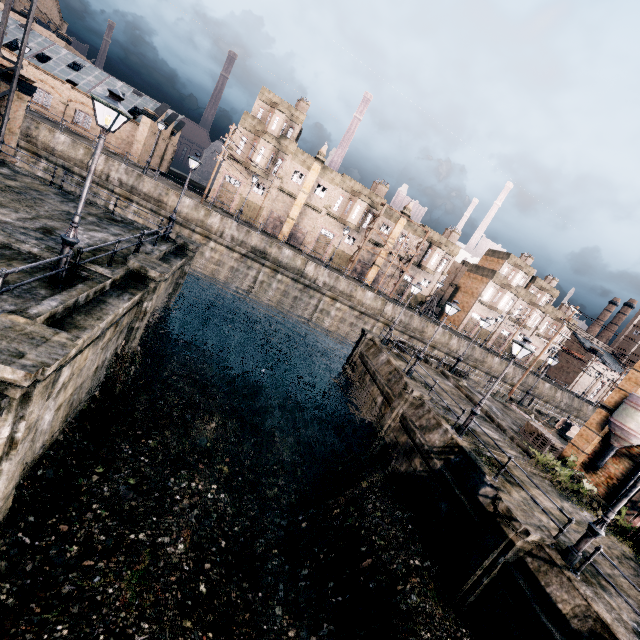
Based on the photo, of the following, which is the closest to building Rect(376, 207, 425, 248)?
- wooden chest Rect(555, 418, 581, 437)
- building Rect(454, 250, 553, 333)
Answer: building Rect(454, 250, 553, 333)

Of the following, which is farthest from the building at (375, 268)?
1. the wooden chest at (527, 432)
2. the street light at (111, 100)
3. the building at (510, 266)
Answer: the street light at (111, 100)

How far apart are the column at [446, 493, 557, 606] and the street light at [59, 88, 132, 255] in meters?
16.6 m

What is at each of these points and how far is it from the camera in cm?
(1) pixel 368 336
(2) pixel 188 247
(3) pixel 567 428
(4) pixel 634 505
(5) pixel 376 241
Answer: (1) column, 2650
(2) column, 2170
(3) wooden chest, 3112
(4) building, 1576
(5) building, 5028

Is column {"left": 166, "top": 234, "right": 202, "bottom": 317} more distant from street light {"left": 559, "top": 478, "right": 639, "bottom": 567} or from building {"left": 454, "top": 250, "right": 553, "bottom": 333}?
building {"left": 454, "top": 250, "right": 553, "bottom": 333}

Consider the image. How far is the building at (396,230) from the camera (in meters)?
49.53

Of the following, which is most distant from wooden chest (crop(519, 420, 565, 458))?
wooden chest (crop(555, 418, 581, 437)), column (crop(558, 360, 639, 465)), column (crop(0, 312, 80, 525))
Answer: column (crop(0, 312, 80, 525))

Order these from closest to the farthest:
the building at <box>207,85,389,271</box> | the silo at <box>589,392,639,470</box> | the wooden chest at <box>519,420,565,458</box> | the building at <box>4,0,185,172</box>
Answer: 1. the silo at <box>589,392,639,470</box>
2. the wooden chest at <box>519,420,565,458</box>
3. the building at <box>4,0,185,172</box>
4. the building at <box>207,85,389,271</box>
